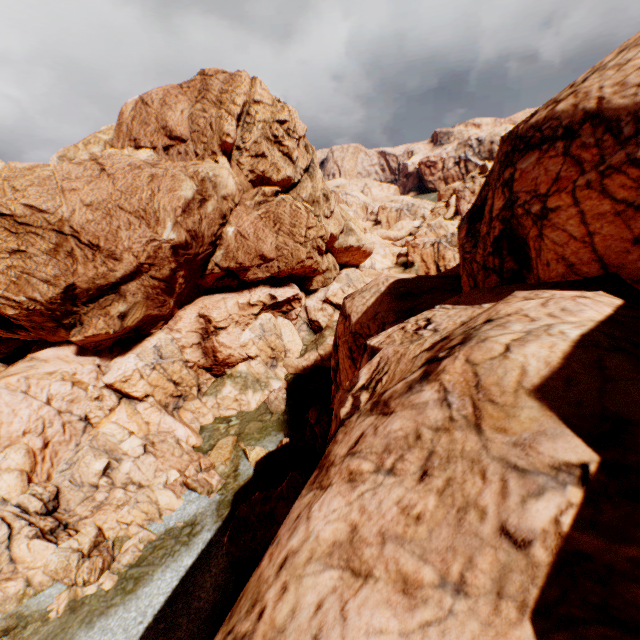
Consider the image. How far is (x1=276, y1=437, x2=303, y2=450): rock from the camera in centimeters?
2689cm

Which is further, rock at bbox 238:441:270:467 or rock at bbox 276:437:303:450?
rock at bbox 276:437:303:450

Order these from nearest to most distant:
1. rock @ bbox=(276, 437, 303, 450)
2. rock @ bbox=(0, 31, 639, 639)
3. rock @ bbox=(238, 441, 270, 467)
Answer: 1. rock @ bbox=(0, 31, 639, 639)
2. rock @ bbox=(238, 441, 270, 467)
3. rock @ bbox=(276, 437, 303, 450)

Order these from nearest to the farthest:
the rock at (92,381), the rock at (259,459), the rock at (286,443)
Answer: the rock at (92,381) → the rock at (259,459) → the rock at (286,443)

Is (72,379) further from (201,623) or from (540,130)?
(540,130)

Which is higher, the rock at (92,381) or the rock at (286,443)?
the rock at (92,381)
